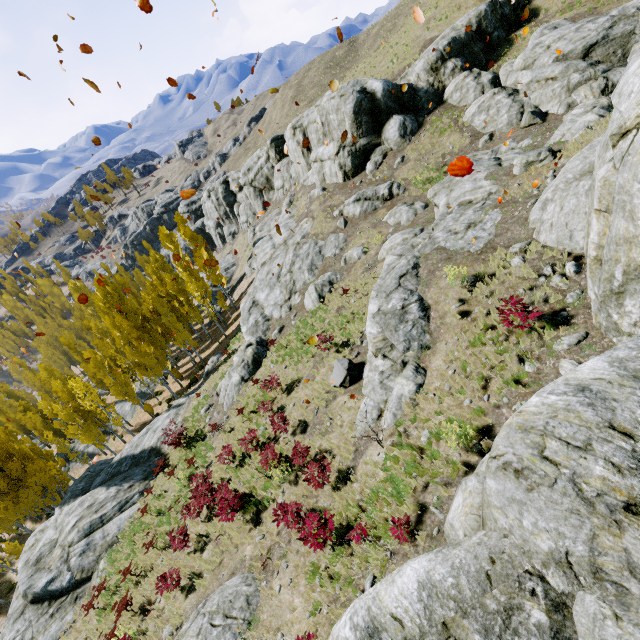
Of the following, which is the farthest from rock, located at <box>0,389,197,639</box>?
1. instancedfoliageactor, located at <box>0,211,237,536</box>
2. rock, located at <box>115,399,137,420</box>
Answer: rock, located at <box>115,399,137,420</box>

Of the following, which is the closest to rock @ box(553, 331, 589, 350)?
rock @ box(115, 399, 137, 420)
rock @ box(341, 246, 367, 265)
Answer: rock @ box(341, 246, 367, 265)

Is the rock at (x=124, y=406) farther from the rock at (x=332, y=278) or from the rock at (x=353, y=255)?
the rock at (x=353, y=255)

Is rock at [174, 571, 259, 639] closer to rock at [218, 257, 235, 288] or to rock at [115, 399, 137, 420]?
rock at [218, 257, 235, 288]

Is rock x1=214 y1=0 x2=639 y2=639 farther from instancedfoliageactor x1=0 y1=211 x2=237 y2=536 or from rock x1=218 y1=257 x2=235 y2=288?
rock x1=218 y1=257 x2=235 y2=288

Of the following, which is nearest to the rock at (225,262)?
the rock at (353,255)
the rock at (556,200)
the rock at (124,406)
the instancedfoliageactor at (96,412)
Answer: the instancedfoliageactor at (96,412)

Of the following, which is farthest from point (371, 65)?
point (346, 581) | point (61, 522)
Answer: point (61, 522)

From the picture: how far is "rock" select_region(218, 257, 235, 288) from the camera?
53.8m
